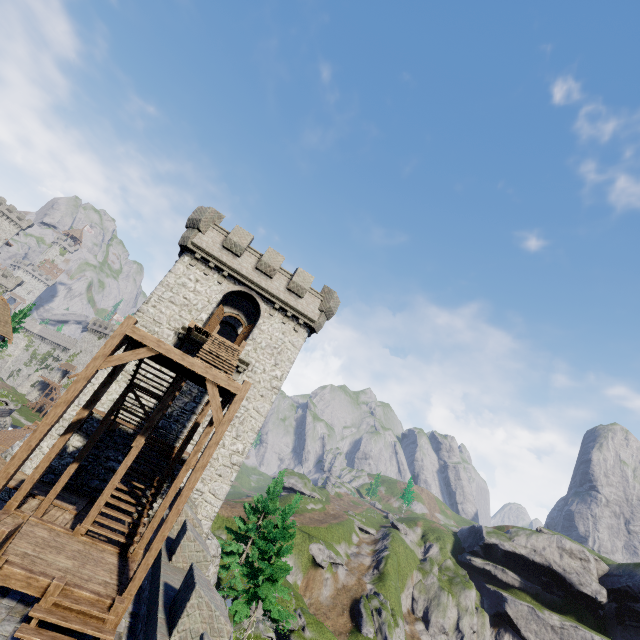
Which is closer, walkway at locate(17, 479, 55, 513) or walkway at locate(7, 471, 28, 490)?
walkway at locate(17, 479, 55, 513)

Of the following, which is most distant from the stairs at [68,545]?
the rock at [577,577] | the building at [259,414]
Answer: the rock at [577,577]

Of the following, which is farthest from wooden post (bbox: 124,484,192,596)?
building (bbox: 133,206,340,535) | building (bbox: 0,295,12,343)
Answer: building (bbox: 0,295,12,343)

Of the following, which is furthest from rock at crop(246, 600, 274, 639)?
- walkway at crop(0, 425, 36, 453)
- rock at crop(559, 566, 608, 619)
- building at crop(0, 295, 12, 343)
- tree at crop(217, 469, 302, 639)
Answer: rock at crop(559, 566, 608, 619)

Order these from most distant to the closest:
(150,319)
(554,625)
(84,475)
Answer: (554,625) → (150,319) → (84,475)

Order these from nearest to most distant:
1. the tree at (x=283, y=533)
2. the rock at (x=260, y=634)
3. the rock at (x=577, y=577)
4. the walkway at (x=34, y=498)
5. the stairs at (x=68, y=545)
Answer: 1. the stairs at (x=68, y=545)
2. the walkway at (x=34, y=498)
3. the tree at (x=283, y=533)
4. the rock at (x=260, y=634)
5. the rock at (x=577, y=577)

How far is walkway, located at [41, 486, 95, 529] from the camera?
11.9m

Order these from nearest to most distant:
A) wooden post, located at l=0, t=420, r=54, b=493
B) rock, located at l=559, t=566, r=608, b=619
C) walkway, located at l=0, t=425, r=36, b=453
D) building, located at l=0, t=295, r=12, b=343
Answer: wooden post, located at l=0, t=420, r=54, b=493 → walkway, located at l=0, t=425, r=36, b=453 → building, located at l=0, t=295, r=12, b=343 → rock, located at l=559, t=566, r=608, b=619
